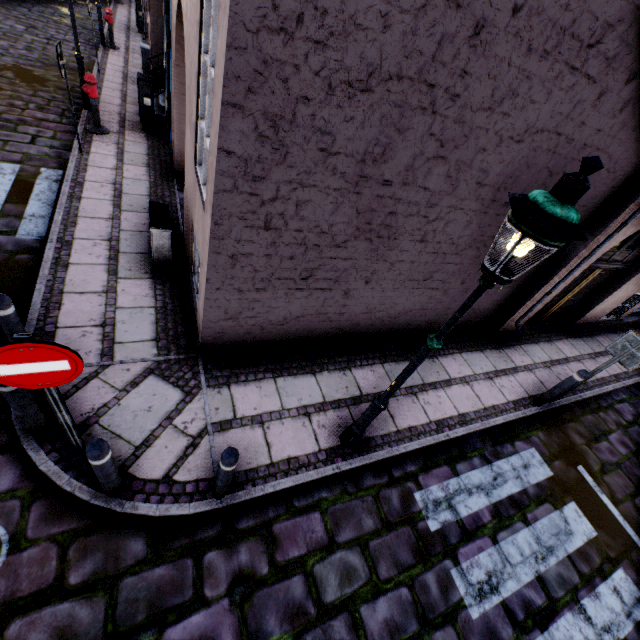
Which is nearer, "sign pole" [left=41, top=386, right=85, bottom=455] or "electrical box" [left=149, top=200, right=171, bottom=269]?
"sign pole" [left=41, top=386, right=85, bottom=455]

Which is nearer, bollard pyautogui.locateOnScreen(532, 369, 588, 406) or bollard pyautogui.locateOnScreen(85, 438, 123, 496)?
bollard pyautogui.locateOnScreen(85, 438, 123, 496)

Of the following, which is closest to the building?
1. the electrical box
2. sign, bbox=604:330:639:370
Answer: the electrical box

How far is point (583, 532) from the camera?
4.8m

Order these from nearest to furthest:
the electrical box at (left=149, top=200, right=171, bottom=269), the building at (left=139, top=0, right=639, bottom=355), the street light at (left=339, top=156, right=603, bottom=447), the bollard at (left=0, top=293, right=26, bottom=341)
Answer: the street light at (left=339, top=156, right=603, bottom=447) < the building at (left=139, top=0, right=639, bottom=355) < the bollard at (left=0, top=293, right=26, bottom=341) < the electrical box at (left=149, top=200, right=171, bottom=269)

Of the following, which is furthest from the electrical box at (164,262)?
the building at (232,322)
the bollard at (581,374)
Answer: the bollard at (581,374)

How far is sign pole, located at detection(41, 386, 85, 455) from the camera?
2.6 meters

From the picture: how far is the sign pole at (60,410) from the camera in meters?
2.6
